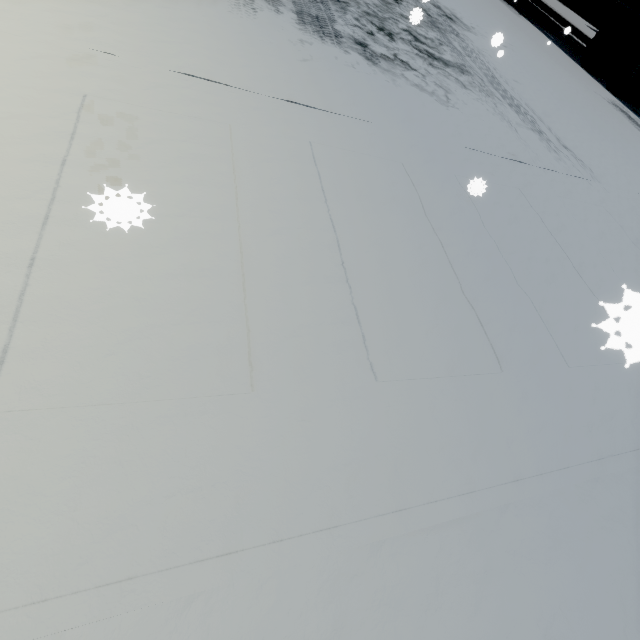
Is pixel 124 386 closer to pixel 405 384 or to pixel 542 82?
pixel 405 384

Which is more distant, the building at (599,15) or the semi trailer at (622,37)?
the building at (599,15)

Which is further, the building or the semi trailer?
the building
